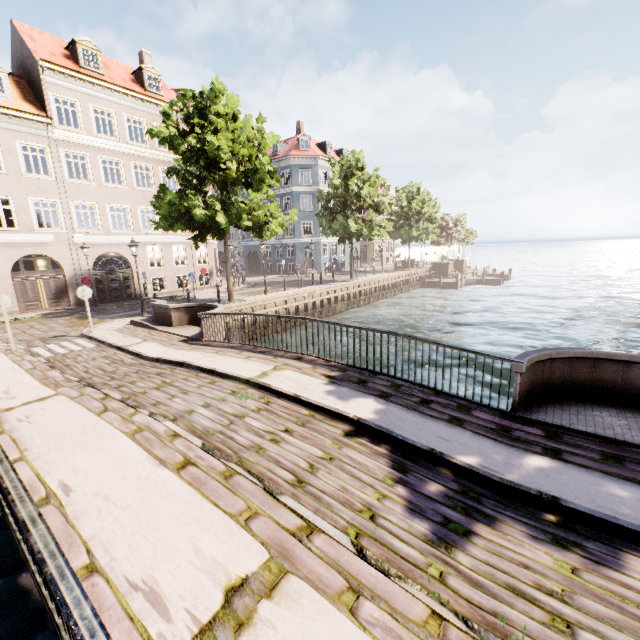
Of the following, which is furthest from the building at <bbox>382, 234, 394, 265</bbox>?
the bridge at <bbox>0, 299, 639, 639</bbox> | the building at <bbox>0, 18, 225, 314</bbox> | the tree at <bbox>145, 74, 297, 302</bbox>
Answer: the building at <bbox>0, 18, 225, 314</bbox>

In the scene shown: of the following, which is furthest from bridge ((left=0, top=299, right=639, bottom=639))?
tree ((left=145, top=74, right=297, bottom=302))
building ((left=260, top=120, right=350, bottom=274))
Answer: building ((left=260, top=120, right=350, bottom=274))

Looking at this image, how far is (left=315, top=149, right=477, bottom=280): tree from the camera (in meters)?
26.52

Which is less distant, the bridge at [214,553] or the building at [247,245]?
the bridge at [214,553]

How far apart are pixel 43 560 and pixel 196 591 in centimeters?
133cm

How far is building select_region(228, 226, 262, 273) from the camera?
44.5 meters

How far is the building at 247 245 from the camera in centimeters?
4450cm

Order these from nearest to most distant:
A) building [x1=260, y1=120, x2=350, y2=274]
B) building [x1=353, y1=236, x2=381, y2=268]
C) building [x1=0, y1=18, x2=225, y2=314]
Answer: building [x1=0, y1=18, x2=225, y2=314] → building [x1=260, y1=120, x2=350, y2=274] → building [x1=353, y1=236, x2=381, y2=268]
